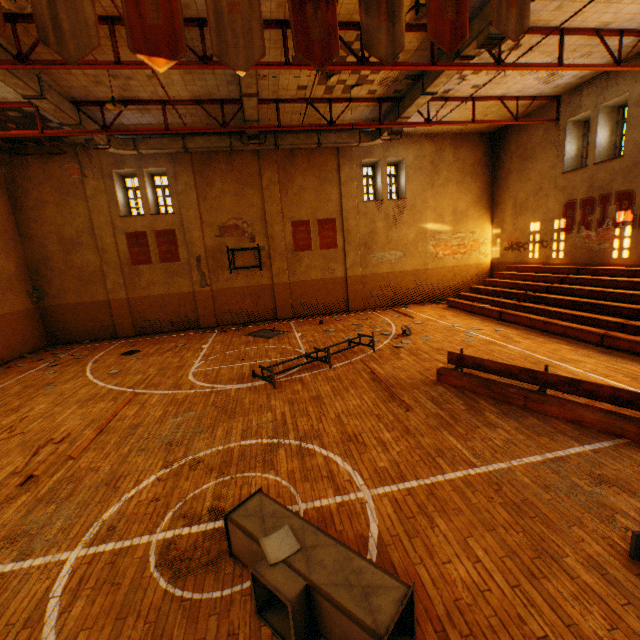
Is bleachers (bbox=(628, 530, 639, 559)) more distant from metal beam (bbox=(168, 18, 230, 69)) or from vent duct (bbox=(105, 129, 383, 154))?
metal beam (bbox=(168, 18, 230, 69))

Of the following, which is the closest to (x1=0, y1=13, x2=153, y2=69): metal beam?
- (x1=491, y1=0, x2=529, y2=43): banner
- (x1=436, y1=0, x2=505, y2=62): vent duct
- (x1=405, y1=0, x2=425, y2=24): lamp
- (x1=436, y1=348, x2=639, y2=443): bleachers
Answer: (x1=436, y1=0, x2=505, y2=62): vent duct

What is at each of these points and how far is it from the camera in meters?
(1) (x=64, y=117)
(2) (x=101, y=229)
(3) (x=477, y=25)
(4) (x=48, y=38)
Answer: (1) vent duct, 10.3 m
(2) wall pilaster, 15.1 m
(3) vent duct, 8.0 m
(4) banner, 4.1 m

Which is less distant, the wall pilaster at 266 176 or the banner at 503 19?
the banner at 503 19

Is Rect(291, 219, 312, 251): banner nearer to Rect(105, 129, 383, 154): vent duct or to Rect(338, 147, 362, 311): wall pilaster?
Rect(338, 147, 362, 311): wall pilaster

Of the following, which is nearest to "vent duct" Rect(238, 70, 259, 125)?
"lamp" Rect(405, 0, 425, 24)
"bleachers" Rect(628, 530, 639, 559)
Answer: "lamp" Rect(405, 0, 425, 24)

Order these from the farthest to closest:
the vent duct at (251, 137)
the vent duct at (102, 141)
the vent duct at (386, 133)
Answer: Answer: the vent duct at (386, 133) → the vent duct at (251, 137) → the vent duct at (102, 141)

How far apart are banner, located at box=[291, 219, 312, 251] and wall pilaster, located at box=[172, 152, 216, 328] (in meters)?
4.37
